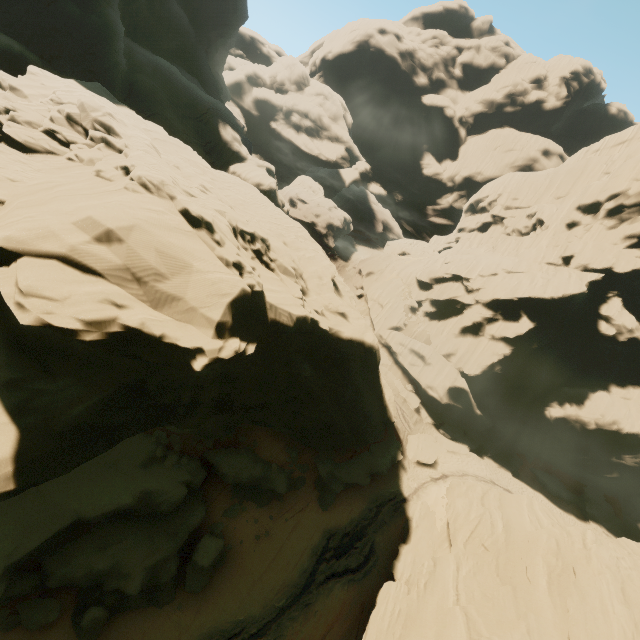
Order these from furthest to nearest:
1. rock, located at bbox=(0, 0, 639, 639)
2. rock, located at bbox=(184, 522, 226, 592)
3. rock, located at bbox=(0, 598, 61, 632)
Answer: rock, located at bbox=(184, 522, 226, 592) → rock, located at bbox=(0, 598, 61, 632) → rock, located at bbox=(0, 0, 639, 639)

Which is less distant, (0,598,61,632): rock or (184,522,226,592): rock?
(0,598,61,632): rock

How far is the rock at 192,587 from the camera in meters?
18.0 m

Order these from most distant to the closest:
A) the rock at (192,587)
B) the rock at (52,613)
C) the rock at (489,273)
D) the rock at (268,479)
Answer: the rock at (268,479) → the rock at (192,587) → the rock at (52,613) → the rock at (489,273)

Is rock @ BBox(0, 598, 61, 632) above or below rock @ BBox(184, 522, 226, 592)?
below

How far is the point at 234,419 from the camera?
20.3m

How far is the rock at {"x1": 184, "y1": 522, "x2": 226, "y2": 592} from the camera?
17.98m
